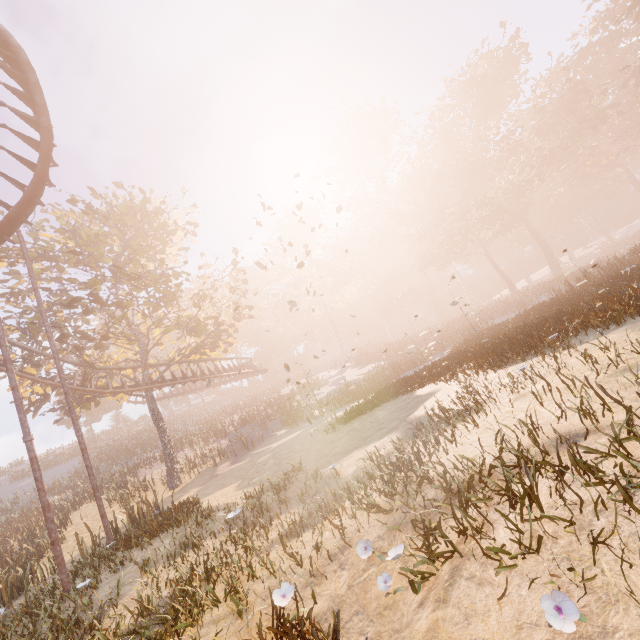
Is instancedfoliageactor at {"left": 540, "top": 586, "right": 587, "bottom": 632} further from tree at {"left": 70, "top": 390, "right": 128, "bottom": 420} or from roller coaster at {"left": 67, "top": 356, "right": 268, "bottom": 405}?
tree at {"left": 70, "top": 390, "right": 128, "bottom": 420}

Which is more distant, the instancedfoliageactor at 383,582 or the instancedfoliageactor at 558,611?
the instancedfoliageactor at 383,582

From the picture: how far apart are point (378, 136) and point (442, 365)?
51.7m

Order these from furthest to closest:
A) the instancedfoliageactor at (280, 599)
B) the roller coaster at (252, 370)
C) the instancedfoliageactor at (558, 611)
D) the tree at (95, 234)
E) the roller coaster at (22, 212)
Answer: the roller coaster at (252, 370) → the tree at (95, 234) → the roller coaster at (22, 212) → the instancedfoliageactor at (280, 599) → the instancedfoliageactor at (558, 611)

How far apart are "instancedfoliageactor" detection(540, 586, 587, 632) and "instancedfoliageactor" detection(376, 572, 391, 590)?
1.6m

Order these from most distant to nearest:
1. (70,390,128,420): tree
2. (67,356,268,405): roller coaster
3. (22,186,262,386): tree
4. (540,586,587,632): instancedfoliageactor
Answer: (70,390,128,420): tree → (67,356,268,405): roller coaster → (22,186,262,386): tree → (540,586,587,632): instancedfoliageactor

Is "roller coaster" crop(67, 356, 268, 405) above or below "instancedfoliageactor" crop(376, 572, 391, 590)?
above

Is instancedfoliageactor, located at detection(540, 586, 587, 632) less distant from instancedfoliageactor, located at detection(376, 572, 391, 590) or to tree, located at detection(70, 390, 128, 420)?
instancedfoliageactor, located at detection(376, 572, 391, 590)
